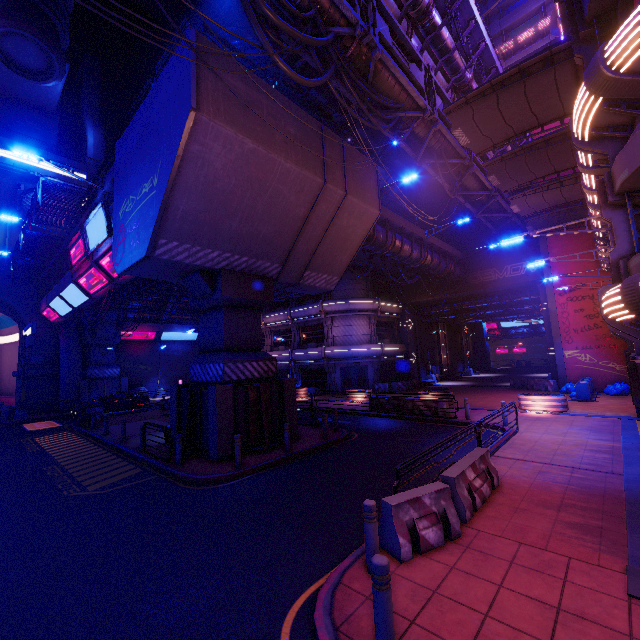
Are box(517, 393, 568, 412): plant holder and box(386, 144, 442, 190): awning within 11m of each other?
no

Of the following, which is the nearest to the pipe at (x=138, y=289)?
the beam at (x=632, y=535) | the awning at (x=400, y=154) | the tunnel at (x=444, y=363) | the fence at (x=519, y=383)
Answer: the awning at (x=400, y=154)

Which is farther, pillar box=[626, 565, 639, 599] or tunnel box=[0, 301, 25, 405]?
tunnel box=[0, 301, 25, 405]

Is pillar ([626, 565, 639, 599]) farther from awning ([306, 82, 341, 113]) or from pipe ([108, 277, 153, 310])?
awning ([306, 82, 341, 113])

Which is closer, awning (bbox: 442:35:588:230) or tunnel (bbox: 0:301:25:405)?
awning (bbox: 442:35:588:230)

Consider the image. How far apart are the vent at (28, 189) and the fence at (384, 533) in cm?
4295

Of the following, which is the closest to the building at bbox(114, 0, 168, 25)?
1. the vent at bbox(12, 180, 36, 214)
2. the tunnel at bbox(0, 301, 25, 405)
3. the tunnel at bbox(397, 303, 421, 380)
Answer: the tunnel at bbox(0, 301, 25, 405)

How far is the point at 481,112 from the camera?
12.45m
